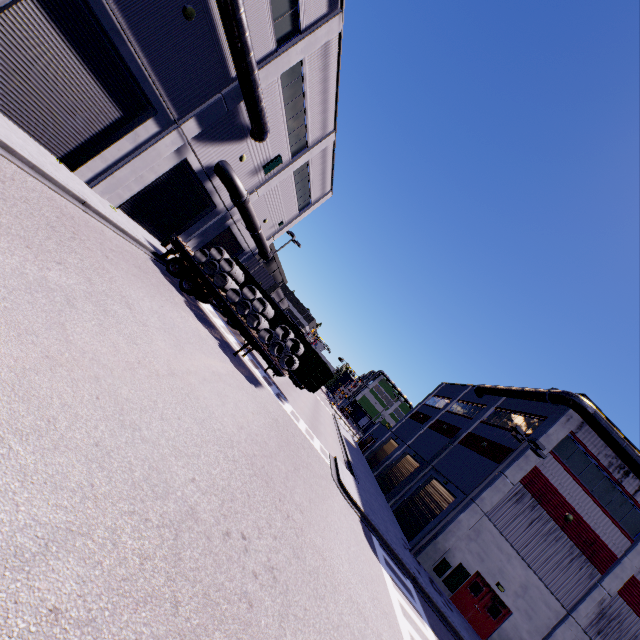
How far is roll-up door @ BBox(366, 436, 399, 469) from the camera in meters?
38.7

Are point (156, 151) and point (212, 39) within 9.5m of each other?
yes

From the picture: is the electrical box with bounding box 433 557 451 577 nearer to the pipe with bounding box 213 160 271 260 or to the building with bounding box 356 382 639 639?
the building with bounding box 356 382 639 639

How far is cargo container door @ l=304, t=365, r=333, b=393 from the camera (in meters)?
20.55

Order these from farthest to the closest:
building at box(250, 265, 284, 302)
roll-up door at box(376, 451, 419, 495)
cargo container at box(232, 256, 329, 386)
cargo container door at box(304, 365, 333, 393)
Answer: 1. building at box(250, 265, 284, 302)
2. roll-up door at box(376, 451, 419, 495)
3. cargo container at box(232, 256, 329, 386)
4. cargo container door at box(304, 365, 333, 393)

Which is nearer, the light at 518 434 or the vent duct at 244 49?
the vent duct at 244 49

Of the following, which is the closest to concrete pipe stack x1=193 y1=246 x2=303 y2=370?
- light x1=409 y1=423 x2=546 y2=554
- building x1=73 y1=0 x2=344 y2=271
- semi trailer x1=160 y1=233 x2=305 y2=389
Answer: semi trailer x1=160 y1=233 x2=305 y2=389

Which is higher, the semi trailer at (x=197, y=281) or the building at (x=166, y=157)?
the building at (x=166, y=157)
